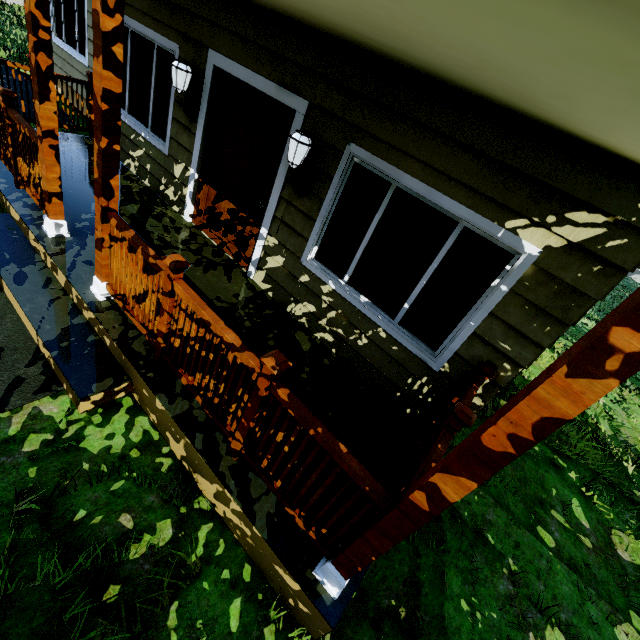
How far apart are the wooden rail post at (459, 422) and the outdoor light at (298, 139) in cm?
273

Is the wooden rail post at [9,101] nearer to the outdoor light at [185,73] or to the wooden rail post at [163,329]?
the outdoor light at [185,73]

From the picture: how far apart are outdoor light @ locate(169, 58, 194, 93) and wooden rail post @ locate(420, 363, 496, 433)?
4.78m

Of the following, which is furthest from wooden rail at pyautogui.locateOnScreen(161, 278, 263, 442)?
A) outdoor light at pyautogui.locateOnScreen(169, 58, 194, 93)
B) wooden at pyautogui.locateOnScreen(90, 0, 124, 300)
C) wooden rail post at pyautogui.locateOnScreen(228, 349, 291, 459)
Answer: outdoor light at pyautogui.locateOnScreen(169, 58, 194, 93)

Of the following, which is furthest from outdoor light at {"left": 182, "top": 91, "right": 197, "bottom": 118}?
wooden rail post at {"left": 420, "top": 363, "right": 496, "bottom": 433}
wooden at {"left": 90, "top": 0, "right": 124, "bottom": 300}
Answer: wooden rail post at {"left": 420, "top": 363, "right": 496, "bottom": 433}

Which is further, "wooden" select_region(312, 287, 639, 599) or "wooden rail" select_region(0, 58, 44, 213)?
"wooden rail" select_region(0, 58, 44, 213)

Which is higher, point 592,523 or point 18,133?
point 18,133

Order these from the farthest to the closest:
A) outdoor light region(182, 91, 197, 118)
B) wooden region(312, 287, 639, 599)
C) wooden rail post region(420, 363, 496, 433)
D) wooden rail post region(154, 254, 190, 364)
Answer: outdoor light region(182, 91, 197, 118)
wooden rail post region(420, 363, 496, 433)
wooden rail post region(154, 254, 190, 364)
wooden region(312, 287, 639, 599)
